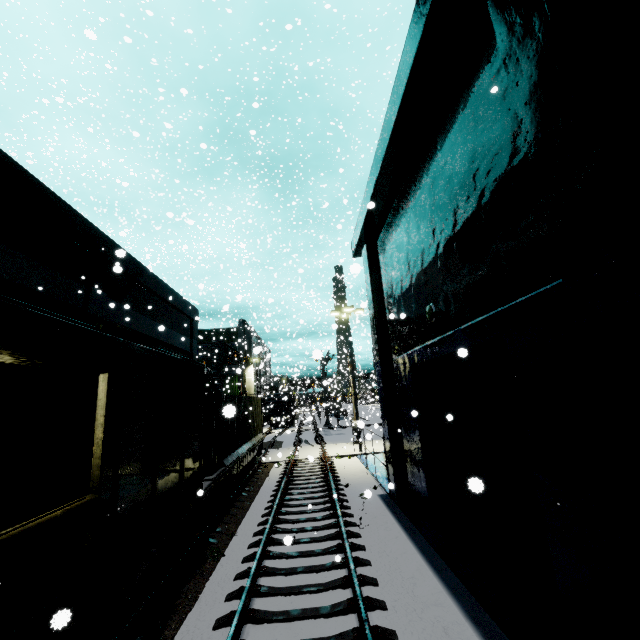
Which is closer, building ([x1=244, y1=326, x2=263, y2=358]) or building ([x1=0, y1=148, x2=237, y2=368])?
building ([x1=0, y1=148, x2=237, y2=368])

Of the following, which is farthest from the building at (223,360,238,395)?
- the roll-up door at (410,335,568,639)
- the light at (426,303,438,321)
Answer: the light at (426,303,438,321)

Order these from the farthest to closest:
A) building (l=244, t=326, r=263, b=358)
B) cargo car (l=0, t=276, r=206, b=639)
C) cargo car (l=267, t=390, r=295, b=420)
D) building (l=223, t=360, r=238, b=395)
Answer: cargo car (l=267, t=390, r=295, b=420), building (l=223, t=360, r=238, b=395), building (l=244, t=326, r=263, b=358), cargo car (l=0, t=276, r=206, b=639)

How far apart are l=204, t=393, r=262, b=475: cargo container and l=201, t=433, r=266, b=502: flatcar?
0.0 meters

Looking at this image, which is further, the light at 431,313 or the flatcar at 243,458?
the flatcar at 243,458

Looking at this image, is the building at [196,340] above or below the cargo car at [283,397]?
above

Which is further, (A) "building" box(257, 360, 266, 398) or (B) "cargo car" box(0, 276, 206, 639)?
(A) "building" box(257, 360, 266, 398)

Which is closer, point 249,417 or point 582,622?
point 582,622
